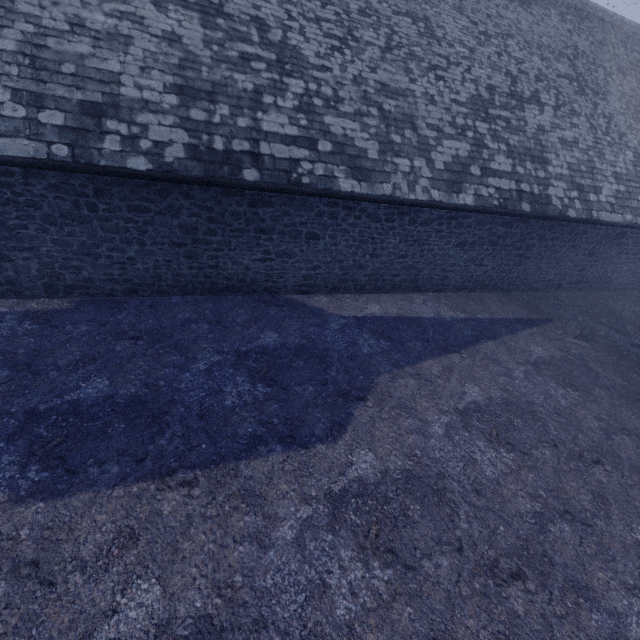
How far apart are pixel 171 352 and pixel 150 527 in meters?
3.2
